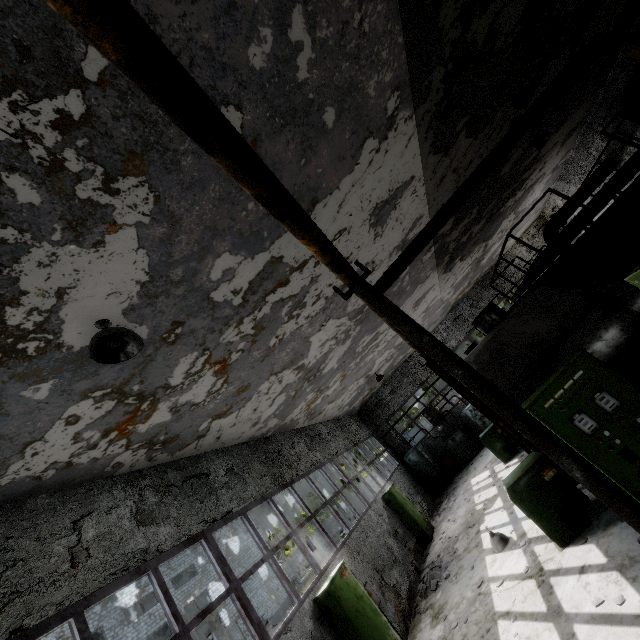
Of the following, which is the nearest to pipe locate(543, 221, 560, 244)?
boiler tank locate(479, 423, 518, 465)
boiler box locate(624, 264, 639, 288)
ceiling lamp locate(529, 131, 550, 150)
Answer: boiler box locate(624, 264, 639, 288)

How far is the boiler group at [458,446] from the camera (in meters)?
18.98

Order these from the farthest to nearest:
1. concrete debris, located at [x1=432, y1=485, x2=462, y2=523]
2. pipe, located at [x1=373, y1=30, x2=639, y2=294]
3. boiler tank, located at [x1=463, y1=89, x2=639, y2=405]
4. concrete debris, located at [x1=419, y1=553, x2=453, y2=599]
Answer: concrete debris, located at [x1=432, y1=485, x2=462, y2=523]
concrete debris, located at [x1=419, y1=553, x2=453, y2=599]
boiler tank, located at [x1=463, y1=89, x2=639, y2=405]
pipe, located at [x1=373, y1=30, x2=639, y2=294]

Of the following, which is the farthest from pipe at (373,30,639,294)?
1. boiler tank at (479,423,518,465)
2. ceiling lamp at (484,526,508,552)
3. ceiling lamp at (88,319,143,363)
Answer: boiler tank at (479,423,518,465)

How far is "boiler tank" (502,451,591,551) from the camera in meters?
6.4

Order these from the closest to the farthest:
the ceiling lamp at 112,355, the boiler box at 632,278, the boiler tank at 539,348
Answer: the boiler box at 632,278 → the ceiling lamp at 112,355 → the boiler tank at 539,348

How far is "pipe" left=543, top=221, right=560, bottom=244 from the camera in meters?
14.4 m

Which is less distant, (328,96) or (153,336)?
(328,96)
